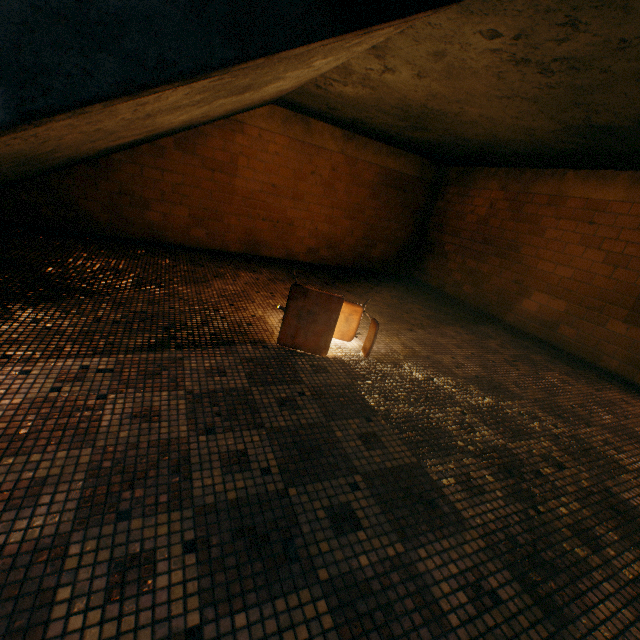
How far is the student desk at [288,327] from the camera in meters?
2.6 m

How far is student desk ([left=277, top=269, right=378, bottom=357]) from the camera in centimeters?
262cm

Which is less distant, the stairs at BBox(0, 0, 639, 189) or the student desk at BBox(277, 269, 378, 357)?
the stairs at BBox(0, 0, 639, 189)

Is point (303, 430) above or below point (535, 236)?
below

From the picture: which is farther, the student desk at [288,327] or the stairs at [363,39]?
the student desk at [288,327]

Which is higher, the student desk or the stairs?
the stairs
